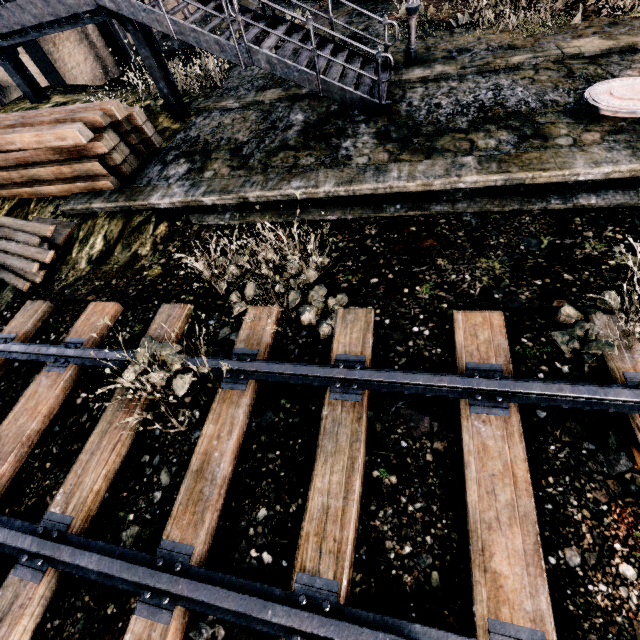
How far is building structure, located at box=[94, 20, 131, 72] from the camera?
18.44m

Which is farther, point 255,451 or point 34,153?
point 34,153

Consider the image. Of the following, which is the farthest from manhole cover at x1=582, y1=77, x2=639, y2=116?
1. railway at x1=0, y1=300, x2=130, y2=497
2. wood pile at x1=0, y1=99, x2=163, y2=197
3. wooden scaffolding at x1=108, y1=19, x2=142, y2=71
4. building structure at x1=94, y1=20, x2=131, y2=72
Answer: building structure at x1=94, y1=20, x2=131, y2=72

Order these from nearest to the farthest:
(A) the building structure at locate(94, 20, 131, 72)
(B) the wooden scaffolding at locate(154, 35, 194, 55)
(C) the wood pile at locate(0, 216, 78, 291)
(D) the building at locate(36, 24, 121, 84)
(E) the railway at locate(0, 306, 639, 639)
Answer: (E) the railway at locate(0, 306, 639, 639)
(C) the wood pile at locate(0, 216, 78, 291)
(D) the building at locate(36, 24, 121, 84)
(B) the wooden scaffolding at locate(154, 35, 194, 55)
(A) the building structure at locate(94, 20, 131, 72)

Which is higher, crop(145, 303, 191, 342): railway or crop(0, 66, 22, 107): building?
crop(0, 66, 22, 107): building

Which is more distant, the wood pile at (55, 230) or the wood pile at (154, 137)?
the wood pile at (154, 137)

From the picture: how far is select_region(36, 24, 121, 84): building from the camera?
16.6m

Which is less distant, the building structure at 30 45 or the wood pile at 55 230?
the wood pile at 55 230
